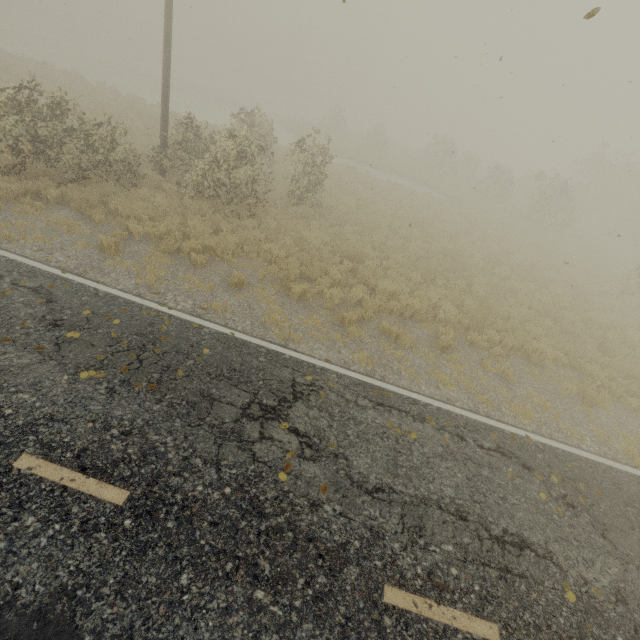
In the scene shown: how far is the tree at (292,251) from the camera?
9.90m

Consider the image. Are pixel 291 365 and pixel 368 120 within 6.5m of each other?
no

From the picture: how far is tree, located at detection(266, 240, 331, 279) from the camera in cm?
990
